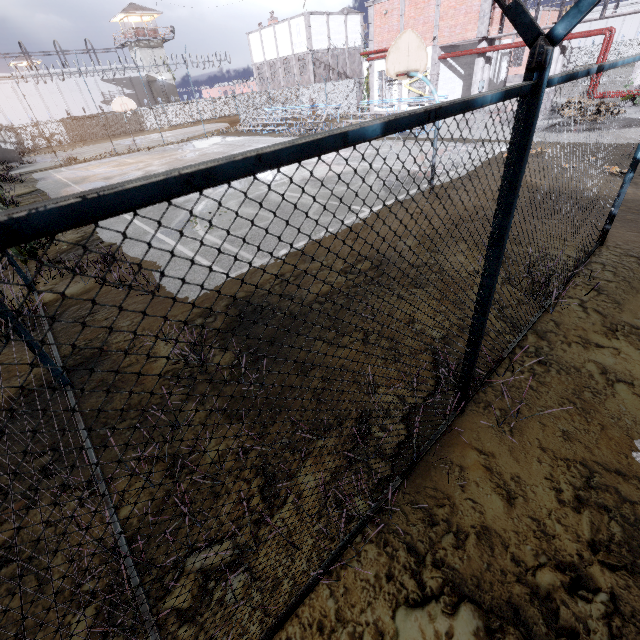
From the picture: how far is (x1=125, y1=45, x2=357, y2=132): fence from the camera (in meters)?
30.83

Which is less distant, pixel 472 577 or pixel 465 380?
pixel 472 577

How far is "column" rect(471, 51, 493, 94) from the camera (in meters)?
21.41

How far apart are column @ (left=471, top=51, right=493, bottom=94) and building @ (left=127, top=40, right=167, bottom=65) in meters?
51.4 m

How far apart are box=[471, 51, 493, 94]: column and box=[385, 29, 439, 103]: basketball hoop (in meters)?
18.06

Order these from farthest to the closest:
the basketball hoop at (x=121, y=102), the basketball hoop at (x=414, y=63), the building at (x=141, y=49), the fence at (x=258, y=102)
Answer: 1. the building at (x=141, y=49)
2. the fence at (x=258, y=102)
3. the basketball hoop at (x=121, y=102)
4. the basketball hoop at (x=414, y=63)

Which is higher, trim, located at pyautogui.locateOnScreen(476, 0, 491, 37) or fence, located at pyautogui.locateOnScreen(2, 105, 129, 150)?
trim, located at pyautogui.locateOnScreen(476, 0, 491, 37)

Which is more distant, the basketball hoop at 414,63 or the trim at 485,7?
the trim at 485,7
